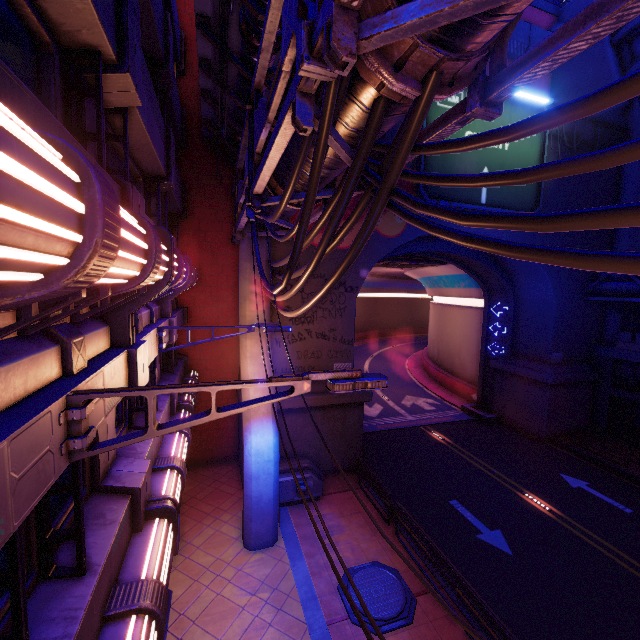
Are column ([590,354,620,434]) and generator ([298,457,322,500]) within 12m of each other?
no

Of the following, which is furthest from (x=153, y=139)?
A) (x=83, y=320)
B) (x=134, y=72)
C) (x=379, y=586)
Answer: (x=379, y=586)

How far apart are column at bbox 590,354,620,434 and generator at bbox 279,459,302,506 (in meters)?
18.80

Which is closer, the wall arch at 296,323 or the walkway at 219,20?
the walkway at 219,20

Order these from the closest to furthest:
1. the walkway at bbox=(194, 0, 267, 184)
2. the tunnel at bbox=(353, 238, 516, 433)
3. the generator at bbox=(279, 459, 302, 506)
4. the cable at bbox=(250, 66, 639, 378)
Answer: the cable at bbox=(250, 66, 639, 378) → the walkway at bbox=(194, 0, 267, 184) → the generator at bbox=(279, 459, 302, 506) → the tunnel at bbox=(353, 238, 516, 433)

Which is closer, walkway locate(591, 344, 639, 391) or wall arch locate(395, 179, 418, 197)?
wall arch locate(395, 179, 418, 197)

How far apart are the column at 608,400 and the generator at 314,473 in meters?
18.8 m
